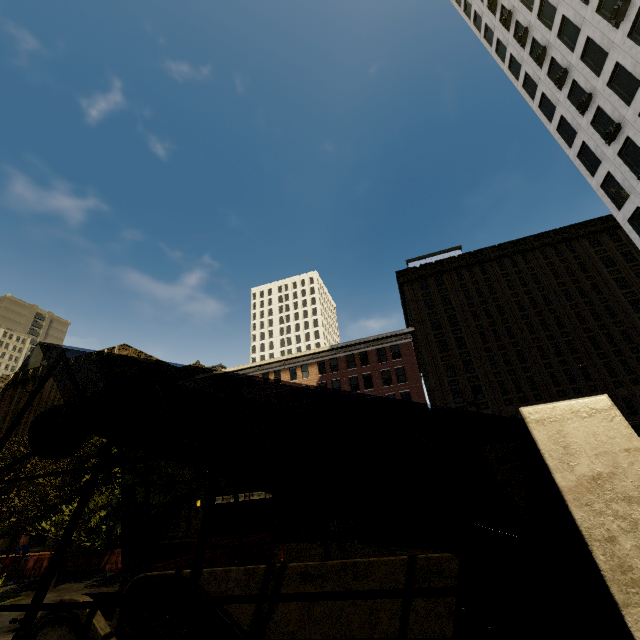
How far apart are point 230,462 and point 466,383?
34.64m

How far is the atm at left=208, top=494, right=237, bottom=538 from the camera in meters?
18.1 m

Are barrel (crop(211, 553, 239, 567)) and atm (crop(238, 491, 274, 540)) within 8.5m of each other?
yes

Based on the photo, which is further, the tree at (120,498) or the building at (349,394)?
the building at (349,394)

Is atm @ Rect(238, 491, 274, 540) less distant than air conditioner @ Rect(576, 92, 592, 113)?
Yes

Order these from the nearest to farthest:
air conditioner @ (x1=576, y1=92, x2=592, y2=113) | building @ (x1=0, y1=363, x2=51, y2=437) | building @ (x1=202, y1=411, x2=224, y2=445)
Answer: air conditioner @ (x1=576, y1=92, x2=592, y2=113)
building @ (x1=202, y1=411, x2=224, y2=445)
building @ (x1=0, y1=363, x2=51, y2=437)

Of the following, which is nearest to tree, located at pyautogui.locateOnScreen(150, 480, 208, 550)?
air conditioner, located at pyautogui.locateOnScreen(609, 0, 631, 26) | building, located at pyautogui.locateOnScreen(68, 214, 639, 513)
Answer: building, located at pyautogui.locateOnScreen(68, 214, 639, 513)

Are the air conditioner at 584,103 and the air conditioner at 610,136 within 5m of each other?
yes
